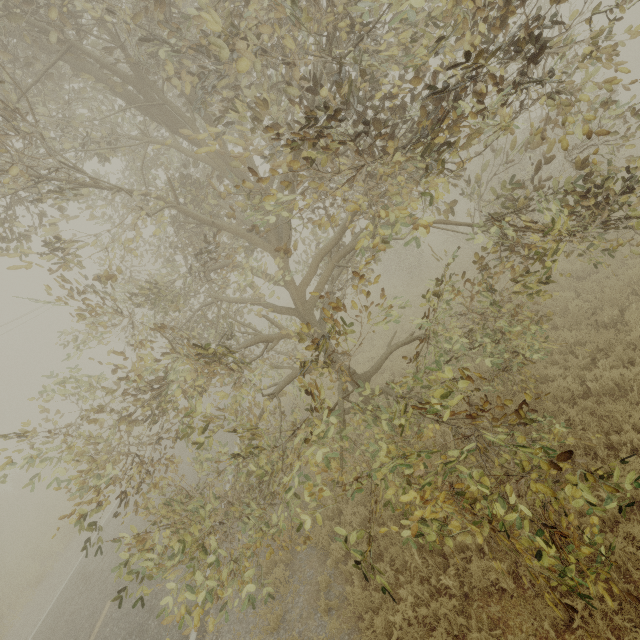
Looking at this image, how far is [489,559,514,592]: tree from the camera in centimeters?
373cm

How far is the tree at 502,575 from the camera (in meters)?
3.73

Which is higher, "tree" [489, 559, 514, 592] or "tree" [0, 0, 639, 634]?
"tree" [0, 0, 639, 634]

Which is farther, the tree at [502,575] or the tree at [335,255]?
the tree at [502,575]

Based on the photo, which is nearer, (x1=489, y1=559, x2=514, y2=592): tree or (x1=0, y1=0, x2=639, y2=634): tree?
(x1=0, y1=0, x2=639, y2=634): tree

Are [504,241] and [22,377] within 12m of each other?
no
